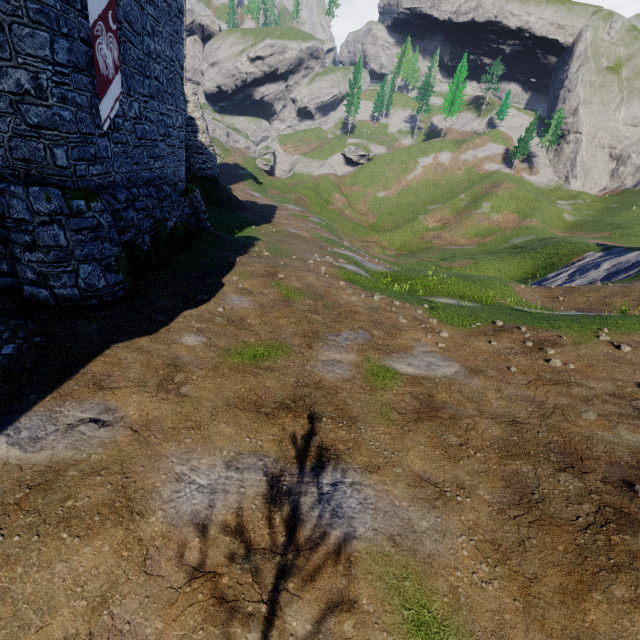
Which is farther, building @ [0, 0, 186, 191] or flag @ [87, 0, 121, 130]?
flag @ [87, 0, 121, 130]

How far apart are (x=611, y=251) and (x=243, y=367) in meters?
41.4 m

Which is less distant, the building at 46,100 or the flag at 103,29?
the building at 46,100
